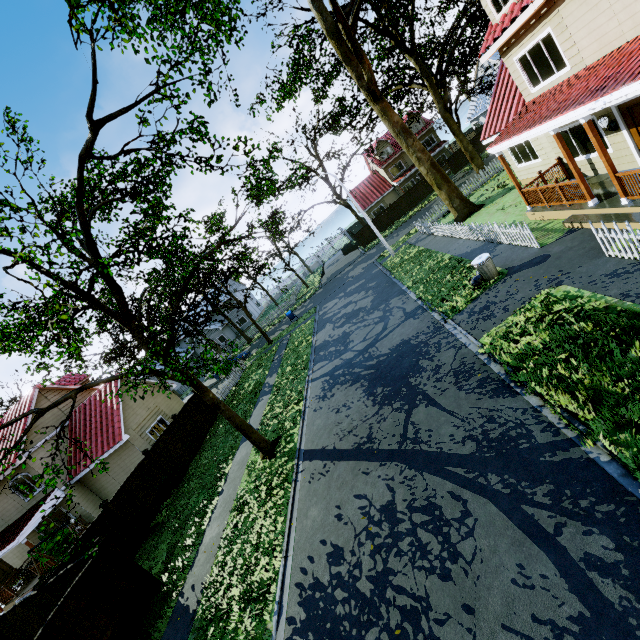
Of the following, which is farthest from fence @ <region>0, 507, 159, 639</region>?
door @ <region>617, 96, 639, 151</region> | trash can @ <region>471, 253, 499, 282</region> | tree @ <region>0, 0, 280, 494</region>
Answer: door @ <region>617, 96, 639, 151</region>

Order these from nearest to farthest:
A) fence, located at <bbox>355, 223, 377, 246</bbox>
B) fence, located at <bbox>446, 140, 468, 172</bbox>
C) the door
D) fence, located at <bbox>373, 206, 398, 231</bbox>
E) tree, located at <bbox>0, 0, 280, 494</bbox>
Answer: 1. tree, located at <bbox>0, 0, 280, 494</bbox>
2. the door
3. fence, located at <bbox>446, 140, 468, 172</bbox>
4. fence, located at <bbox>373, 206, 398, 231</bbox>
5. fence, located at <bbox>355, 223, 377, 246</bbox>

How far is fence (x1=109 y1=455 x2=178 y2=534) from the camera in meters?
13.6

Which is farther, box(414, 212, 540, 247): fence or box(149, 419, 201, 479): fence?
box(149, 419, 201, 479): fence

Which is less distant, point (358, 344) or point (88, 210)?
point (88, 210)

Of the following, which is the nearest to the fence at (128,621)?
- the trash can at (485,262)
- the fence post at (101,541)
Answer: the fence post at (101,541)

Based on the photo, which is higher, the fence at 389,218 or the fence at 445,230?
the fence at 389,218
